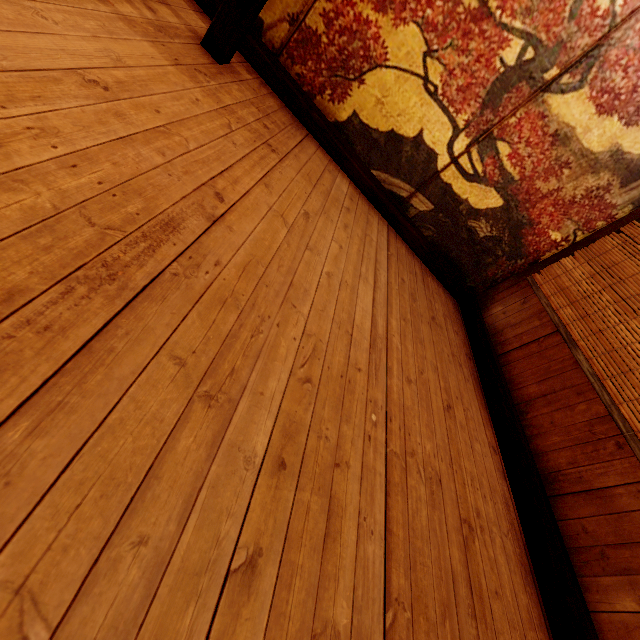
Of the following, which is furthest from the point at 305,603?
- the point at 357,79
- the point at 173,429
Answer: the point at 357,79

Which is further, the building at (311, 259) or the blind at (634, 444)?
the blind at (634, 444)

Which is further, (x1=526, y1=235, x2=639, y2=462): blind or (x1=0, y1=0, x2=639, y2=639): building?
(x1=526, y1=235, x2=639, y2=462): blind
